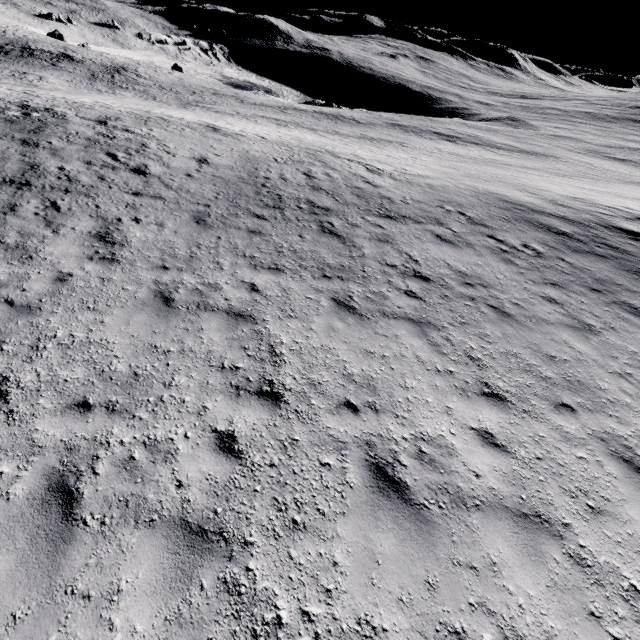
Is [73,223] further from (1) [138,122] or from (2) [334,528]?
(1) [138,122]
